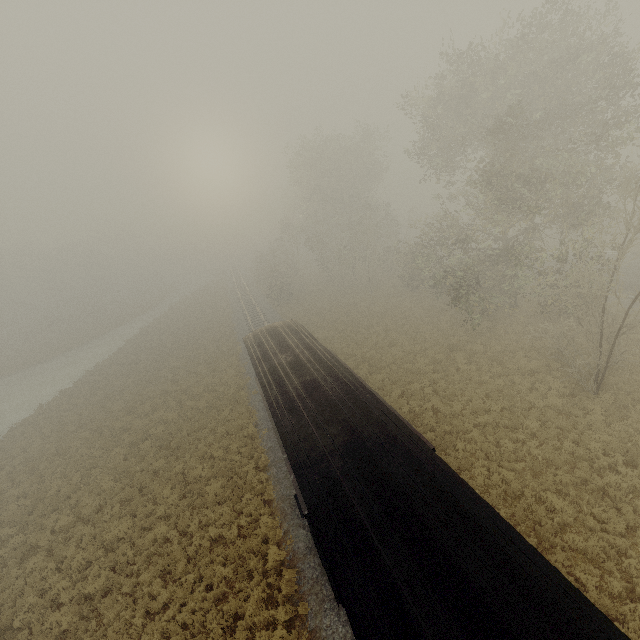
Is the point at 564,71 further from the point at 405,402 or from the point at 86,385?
the point at 86,385
